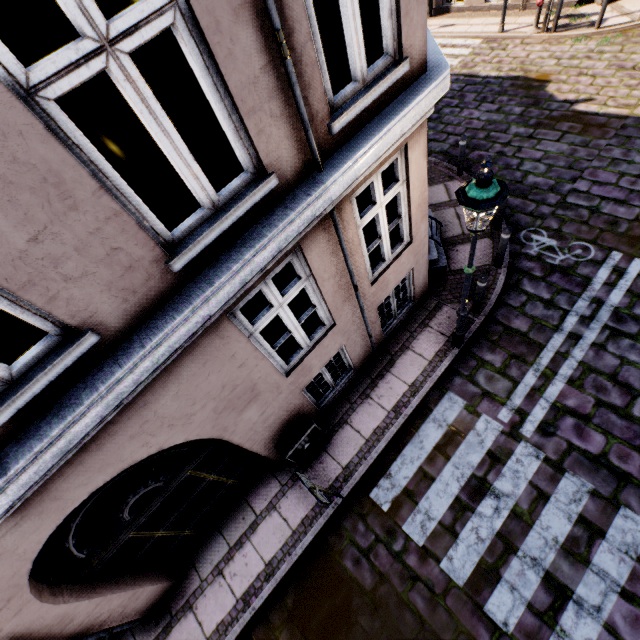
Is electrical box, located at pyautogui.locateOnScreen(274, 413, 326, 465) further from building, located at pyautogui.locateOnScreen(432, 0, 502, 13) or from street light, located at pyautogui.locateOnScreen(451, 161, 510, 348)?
street light, located at pyautogui.locateOnScreen(451, 161, 510, 348)

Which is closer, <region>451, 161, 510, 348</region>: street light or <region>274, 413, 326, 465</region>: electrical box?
<region>451, 161, 510, 348</region>: street light

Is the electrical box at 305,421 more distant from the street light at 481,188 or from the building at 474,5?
the street light at 481,188

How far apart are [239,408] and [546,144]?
10.58m

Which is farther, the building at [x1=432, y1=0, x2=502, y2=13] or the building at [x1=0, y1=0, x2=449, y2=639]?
the building at [x1=432, y1=0, x2=502, y2=13]

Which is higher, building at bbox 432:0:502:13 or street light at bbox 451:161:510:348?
street light at bbox 451:161:510:348

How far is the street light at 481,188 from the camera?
3.4 meters

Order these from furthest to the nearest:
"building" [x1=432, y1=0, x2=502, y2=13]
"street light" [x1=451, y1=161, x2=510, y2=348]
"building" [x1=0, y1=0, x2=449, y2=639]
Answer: "building" [x1=432, y1=0, x2=502, y2=13] < "street light" [x1=451, y1=161, x2=510, y2=348] < "building" [x1=0, y1=0, x2=449, y2=639]
